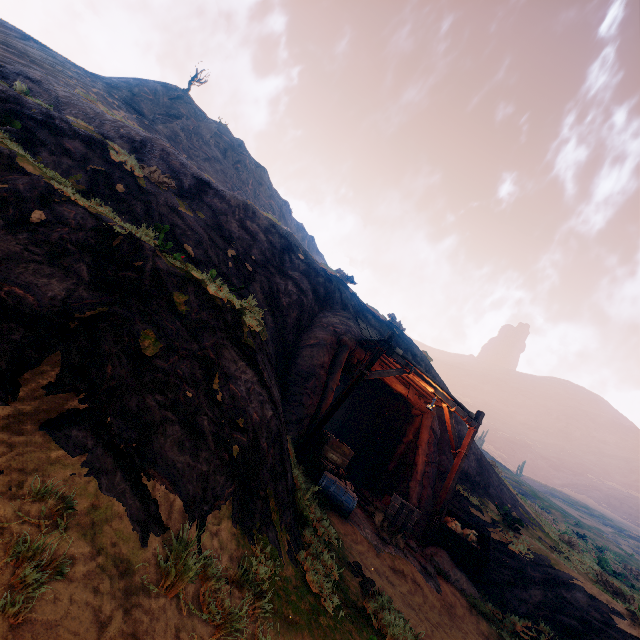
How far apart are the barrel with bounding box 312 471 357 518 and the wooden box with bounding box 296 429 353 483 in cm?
4

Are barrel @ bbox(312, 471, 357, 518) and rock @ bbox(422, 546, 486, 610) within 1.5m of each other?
no

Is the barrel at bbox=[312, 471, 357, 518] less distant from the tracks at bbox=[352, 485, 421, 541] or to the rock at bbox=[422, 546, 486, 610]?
the tracks at bbox=[352, 485, 421, 541]

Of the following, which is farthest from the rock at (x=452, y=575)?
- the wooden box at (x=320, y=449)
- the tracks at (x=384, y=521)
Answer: the wooden box at (x=320, y=449)

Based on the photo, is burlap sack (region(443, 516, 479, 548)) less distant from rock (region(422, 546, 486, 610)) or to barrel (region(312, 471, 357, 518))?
rock (region(422, 546, 486, 610))

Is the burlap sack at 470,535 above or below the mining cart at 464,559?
above

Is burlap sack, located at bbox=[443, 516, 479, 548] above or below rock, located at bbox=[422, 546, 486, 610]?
above

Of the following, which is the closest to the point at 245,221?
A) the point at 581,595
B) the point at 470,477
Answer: the point at 470,477
